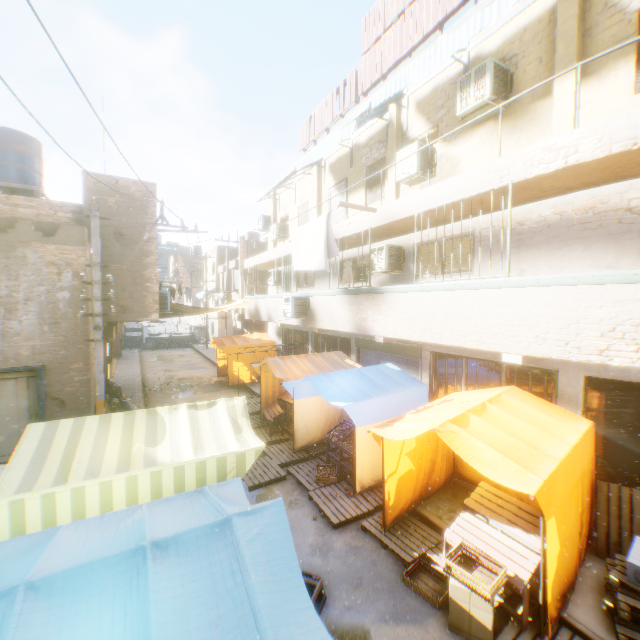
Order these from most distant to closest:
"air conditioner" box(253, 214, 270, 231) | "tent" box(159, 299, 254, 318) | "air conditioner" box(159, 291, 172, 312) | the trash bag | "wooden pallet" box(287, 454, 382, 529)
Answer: "air conditioner" box(253, 214, 270, 231) < "tent" box(159, 299, 254, 318) < "air conditioner" box(159, 291, 172, 312) < the trash bag < "wooden pallet" box(287, 454, 382, 529)

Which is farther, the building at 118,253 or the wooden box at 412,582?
the building at 118,253

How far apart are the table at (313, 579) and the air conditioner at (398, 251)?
7.0 meters

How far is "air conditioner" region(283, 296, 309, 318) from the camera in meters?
11.9

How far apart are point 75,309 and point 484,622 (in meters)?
11.10

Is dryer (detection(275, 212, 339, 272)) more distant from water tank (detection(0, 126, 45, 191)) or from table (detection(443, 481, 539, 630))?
water tank (detection(0, 126, 45, 191))

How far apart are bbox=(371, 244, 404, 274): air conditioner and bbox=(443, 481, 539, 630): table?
5.73m

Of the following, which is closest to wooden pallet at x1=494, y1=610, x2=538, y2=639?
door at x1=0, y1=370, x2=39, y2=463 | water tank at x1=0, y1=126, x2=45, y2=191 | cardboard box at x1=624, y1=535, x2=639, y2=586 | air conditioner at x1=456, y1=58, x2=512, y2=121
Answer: cardboard box at x1=624, y1=535, x2=639, y2=586
